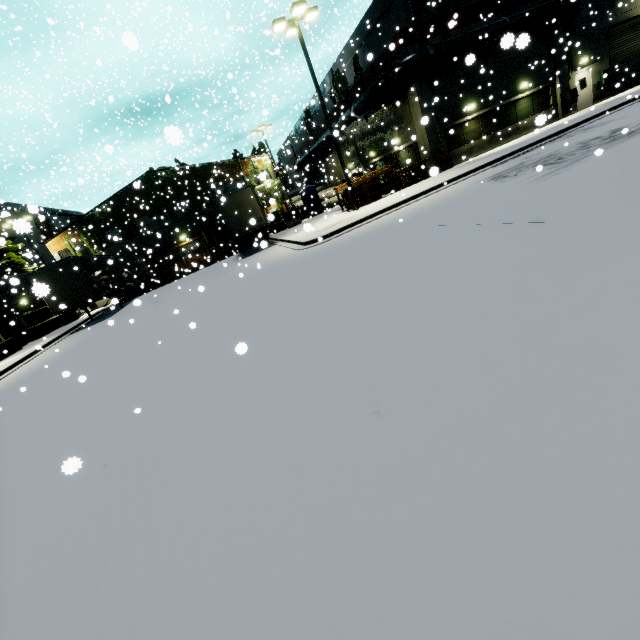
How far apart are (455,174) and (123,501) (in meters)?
18.64

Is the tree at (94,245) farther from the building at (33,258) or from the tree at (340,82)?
the tree at (340,82)

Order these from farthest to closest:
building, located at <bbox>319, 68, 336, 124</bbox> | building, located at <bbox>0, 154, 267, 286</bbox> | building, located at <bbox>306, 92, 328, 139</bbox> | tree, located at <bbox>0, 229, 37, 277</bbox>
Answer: building, located at <bbox>306, 92, 328, 139</bbox>, building, located at <bbox>0, 154, 267, 286</bbox>, building, located at <bbox>319, 68, 336, 124</bbox>, tree, located at <bbox>0, 229, 37, 277</bbox>

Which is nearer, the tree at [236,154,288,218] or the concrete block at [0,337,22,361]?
the concrete block at [0,337,22,361]

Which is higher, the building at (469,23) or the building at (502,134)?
the building at (469,23)

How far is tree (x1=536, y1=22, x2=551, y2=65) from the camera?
21.5m

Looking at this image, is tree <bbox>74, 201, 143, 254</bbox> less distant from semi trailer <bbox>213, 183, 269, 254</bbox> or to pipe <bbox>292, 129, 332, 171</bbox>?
semi trailer <bbox>213, 183, 269, 254</bbox>

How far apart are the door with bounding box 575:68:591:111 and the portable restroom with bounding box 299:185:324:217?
21.0m
